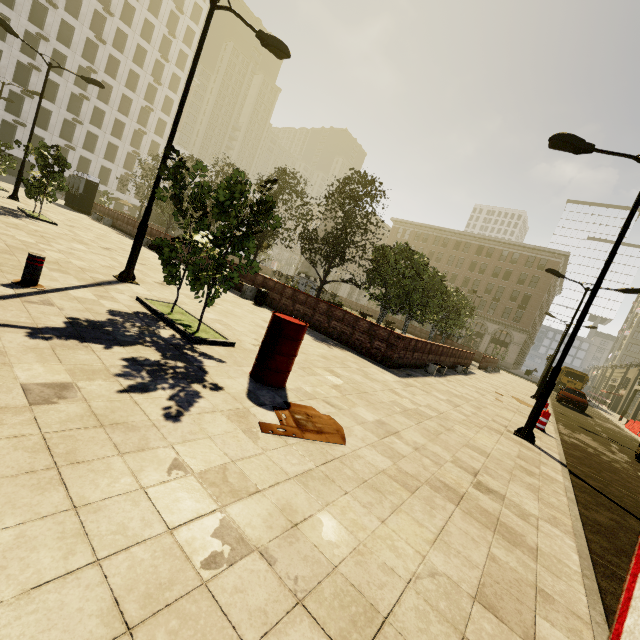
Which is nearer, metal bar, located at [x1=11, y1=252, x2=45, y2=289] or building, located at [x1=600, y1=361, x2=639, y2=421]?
metal bar, located at [x1=11, y1=252, x2=45, y2=289]

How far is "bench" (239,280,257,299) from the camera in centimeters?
1443cm

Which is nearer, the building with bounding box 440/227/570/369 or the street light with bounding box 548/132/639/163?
the street light with bounding box 548/132/639/163

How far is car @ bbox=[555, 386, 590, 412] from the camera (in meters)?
23.25

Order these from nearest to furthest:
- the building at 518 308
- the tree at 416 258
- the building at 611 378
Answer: the tree at 416 258 < the building at 611 378 < the building at 518 308

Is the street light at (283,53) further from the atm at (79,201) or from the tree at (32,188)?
the atm at (79,201)

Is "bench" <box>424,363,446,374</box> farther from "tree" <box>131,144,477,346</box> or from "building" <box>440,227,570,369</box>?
"building" <box>440,227,570,369</box>

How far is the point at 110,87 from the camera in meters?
50.8 m
